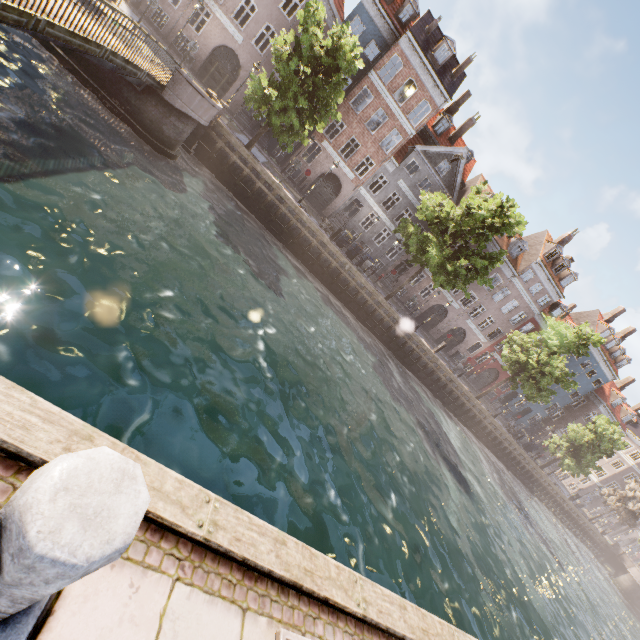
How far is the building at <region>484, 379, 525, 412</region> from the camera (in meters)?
41.16

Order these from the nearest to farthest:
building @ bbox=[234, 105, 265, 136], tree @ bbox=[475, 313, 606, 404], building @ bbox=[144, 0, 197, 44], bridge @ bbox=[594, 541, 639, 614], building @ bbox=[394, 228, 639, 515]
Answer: building @ bbox=[144, 0, 197, 44]
tree @ bbox=[475, 313, 606, 404]
building @ bbox=[234, 105, 265, 136]
building @ bbox=[394, 228, 639, 515]
bridge @ bbox=[594, 541, 639, 614]

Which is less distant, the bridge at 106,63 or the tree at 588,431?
the bridge at 106,63

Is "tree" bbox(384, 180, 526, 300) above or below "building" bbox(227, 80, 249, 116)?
above

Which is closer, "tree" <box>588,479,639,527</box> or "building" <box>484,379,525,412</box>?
"tree" <box>588,479,639,527</box>

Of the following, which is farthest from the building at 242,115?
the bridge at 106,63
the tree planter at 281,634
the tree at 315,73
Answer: the tree planter at 281,634

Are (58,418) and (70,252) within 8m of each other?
yes

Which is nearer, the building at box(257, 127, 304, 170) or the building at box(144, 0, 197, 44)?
the building at box(144, 0, 197, 44)
